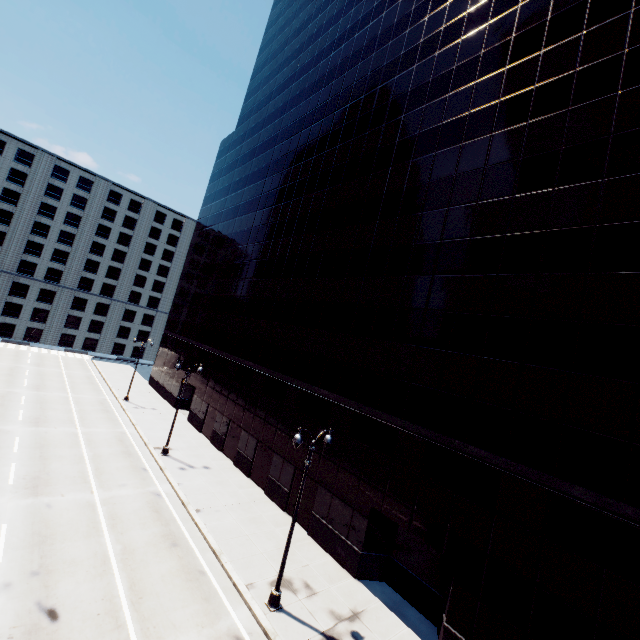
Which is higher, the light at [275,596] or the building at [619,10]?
the building at [619,10]

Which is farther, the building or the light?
the light

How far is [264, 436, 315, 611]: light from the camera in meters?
13.4 m

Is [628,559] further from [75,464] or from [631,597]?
[75,464]

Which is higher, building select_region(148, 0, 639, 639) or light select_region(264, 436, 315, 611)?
building select_region(148, 0, 639, 639)

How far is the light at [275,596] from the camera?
13.4 meters
